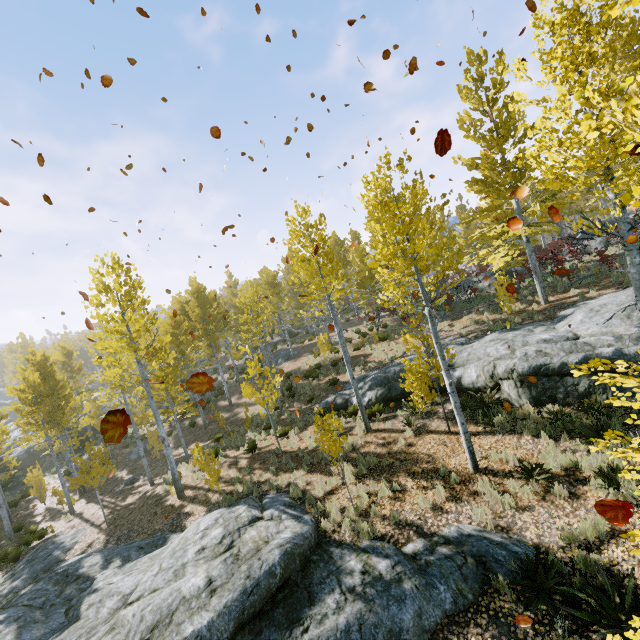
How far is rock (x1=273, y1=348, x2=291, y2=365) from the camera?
30.4 meters

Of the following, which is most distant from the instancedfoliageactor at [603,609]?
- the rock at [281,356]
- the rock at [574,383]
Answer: the rock at [281,356]

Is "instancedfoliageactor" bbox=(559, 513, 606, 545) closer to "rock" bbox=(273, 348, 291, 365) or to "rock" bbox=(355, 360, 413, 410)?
"rock" bbox=(355, 360, 413, 410)

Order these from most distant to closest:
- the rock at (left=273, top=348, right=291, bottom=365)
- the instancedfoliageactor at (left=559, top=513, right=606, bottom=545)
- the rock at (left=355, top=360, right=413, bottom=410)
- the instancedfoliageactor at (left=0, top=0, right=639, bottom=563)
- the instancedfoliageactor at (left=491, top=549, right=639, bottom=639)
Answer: the rock at (left=273, top=348, right=291, bottom=365)
the rock at (left=355, top=360, right=413, bottom=410)
the instancedfoliageactor at (left=559, top=513, right=606, bottom=545)
the instancedfoliageactor at (left=0, top=0, right=639, bottom=563)
the instancedfoliageactor at (left=491, top=549, right=639, bottom=639)

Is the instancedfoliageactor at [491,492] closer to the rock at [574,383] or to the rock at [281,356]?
the rock at [574,383]

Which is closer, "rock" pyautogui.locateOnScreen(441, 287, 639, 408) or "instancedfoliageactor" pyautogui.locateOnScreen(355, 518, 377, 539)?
"instancedfoliageactor" pyautogui.locateOnScreen(355, 518, 377, 539)

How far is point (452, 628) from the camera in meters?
5.8

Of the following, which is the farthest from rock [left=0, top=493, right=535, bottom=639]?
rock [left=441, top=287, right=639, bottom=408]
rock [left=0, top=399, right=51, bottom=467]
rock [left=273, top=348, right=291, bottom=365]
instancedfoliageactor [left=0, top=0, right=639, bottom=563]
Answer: rock [left=273, top=348, right=291, bottom=365]
